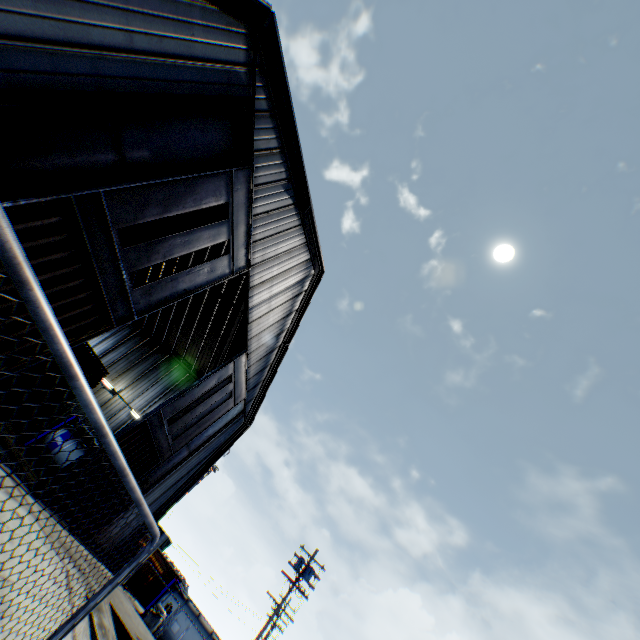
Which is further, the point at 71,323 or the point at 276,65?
the point at 276,65

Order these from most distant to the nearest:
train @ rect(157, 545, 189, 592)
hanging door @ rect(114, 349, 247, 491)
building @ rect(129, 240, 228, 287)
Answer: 1. train @ rect(157, 545, 189, 592)
2. building @ rect(129, 240, 228, 287)
3. hanging door @ rect(114, 349, 247, 491)

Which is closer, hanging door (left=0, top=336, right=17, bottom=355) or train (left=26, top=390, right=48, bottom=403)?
hanging door (left=0, top=336, right=17, bottom=355)

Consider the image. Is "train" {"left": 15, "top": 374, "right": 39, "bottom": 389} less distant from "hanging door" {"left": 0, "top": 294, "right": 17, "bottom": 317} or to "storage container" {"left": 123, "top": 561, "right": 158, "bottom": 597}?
"hanging door" {"left": 0, "top": 294, "right": 17, "bottom": 317}

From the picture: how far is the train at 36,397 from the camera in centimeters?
1391cm

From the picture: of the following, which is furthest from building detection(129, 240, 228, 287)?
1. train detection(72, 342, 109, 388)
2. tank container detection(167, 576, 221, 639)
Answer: tank container detection(167, 576, 221, 639)

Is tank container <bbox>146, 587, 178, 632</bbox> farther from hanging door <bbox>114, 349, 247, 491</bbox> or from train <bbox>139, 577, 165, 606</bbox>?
hanging door <bbox>114, 349, 247, 491</bbox>

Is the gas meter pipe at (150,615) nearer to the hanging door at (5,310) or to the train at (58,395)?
the hanging door at (5,310)
